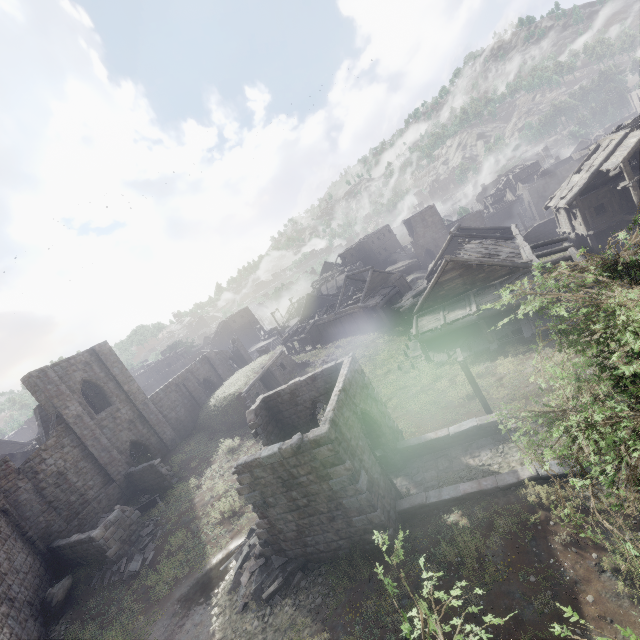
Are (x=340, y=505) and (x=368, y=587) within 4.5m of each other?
yes

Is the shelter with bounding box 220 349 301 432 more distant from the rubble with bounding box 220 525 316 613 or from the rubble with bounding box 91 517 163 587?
the rubble with bounding box 220 525 316 613

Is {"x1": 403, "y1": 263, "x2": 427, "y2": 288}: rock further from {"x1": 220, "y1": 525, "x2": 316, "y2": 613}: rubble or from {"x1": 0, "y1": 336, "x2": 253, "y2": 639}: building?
{"x1": 220, "y1": 525, "x2": 316, "y2": 613}: rubble

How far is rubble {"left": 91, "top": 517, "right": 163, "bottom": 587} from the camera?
16.2m

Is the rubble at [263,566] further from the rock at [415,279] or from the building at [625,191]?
the rock at [415,279]

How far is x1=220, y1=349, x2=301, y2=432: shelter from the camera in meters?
26.5 m

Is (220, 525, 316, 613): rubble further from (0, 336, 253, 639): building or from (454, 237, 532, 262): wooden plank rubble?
(454, 237, 532, 262): wooden plank rubble

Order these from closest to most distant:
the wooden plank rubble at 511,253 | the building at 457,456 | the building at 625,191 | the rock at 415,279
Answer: the building at 457,456 < the building at 625,191 < the wooden plank rubble at 511,253 < the rock at 415,279
